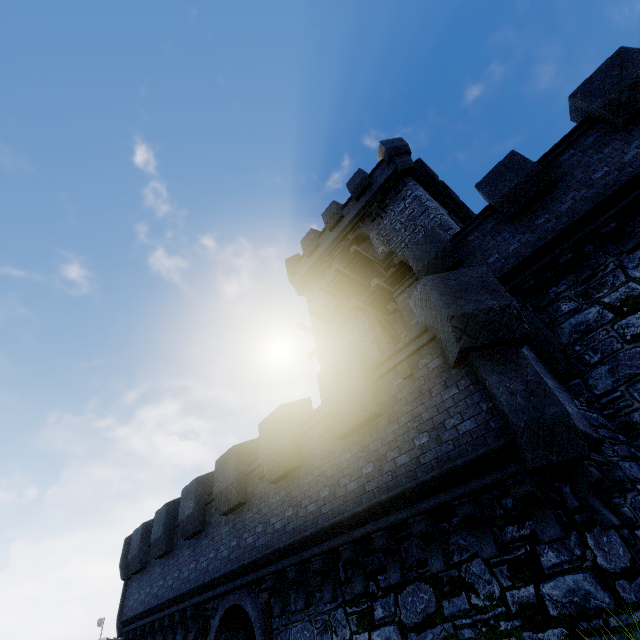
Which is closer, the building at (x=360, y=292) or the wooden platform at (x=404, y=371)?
the wooden platform at (x=404, y=371)

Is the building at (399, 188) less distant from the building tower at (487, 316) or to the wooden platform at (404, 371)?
the building tower at (487, 316)

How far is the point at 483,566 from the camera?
5.2m

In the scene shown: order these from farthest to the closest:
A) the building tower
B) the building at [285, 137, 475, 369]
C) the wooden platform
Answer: the building at [285, 137, 475, 369] → the wooden platform → the building tower

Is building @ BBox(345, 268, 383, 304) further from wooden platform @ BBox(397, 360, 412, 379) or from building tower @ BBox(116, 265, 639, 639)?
wooden platform @ BBox(397, 360, 412, 379)

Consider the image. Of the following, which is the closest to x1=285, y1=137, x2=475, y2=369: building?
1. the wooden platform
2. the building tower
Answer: the building tower
